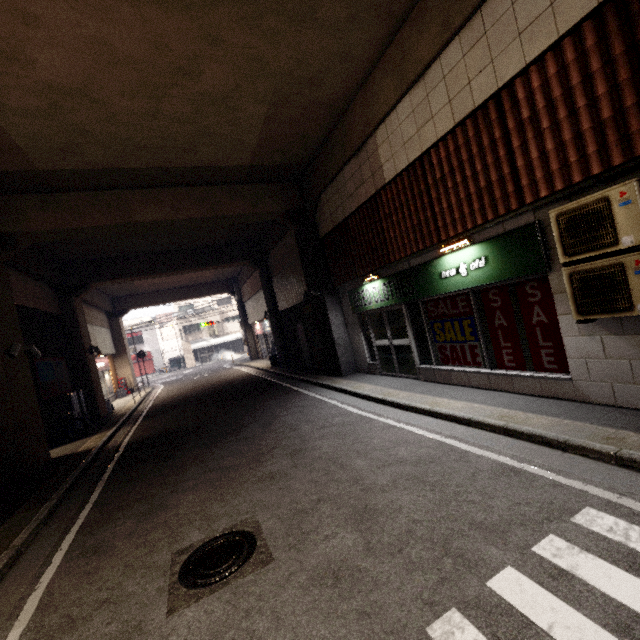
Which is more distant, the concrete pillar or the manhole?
the concrete pillar

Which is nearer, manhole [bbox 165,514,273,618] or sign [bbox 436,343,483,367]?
manhole [bbox 165,514,273,618]

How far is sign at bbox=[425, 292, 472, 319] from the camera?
6.5m

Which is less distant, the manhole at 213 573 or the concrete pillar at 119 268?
the manhole at 213 573

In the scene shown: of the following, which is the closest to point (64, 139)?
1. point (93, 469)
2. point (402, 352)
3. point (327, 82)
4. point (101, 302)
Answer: point (327, 82)

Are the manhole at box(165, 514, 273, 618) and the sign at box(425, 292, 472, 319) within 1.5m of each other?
no

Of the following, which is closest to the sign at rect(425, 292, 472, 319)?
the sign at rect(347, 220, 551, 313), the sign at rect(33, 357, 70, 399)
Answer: the sign at rect(347, 220, 551, 313)

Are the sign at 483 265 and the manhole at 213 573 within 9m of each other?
yes
